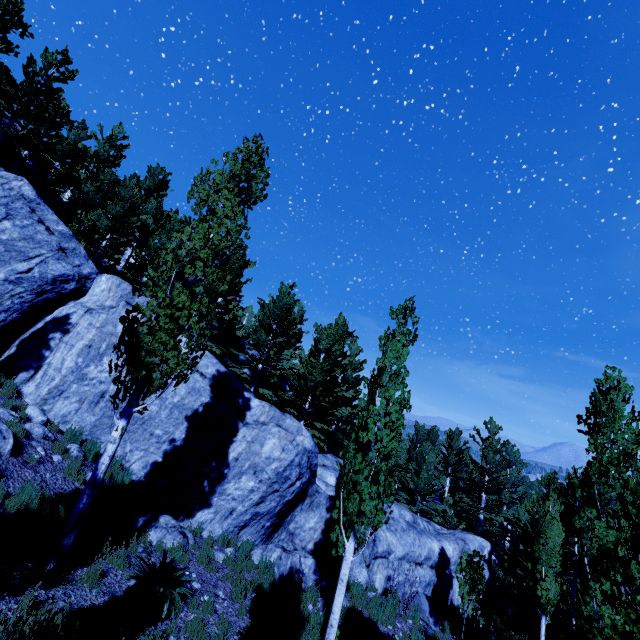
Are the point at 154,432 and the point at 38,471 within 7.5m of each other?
yes

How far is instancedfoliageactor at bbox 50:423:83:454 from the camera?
9.20m

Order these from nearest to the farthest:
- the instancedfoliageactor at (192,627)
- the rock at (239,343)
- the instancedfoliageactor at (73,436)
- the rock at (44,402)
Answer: the instancedfoliageactor at (192,627), the instancedfoliageactor at (73,436), the rock at (44,402), the rock at (239,343)

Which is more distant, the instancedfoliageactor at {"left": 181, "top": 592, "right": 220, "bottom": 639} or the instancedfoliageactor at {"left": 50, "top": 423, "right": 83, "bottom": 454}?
the instancedfoliageactor at {"left": 50, "top": 423, "right": 83, "bottom": 454}

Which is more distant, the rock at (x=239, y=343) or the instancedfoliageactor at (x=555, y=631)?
the rock at (x=239, y=343)

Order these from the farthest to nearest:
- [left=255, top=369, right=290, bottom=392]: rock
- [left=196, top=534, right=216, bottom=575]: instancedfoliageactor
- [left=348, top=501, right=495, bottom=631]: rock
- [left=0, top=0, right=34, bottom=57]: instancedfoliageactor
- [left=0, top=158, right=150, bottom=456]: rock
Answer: [left=255, top=369, right=290, bottom=392]: rock → [left=0, top=0, right=34, bottom=57]: instancedfoliageactor → [left=348, top=501, right=495, bottom=631]: rock → [left=0, top=158, right=150, bottom=456]: rock → [left=196, top=534, right=216, bottom=575]: instancedfoliageactor
